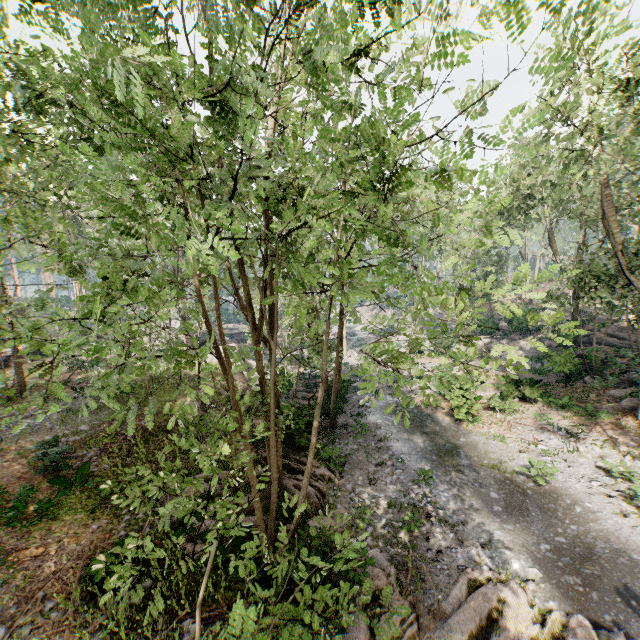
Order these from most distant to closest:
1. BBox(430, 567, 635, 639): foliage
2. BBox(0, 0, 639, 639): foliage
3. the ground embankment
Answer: the ground embankment → BBox(430, 567, 635, 639): foliage → BBox(0, 0, 639, 639): foliage

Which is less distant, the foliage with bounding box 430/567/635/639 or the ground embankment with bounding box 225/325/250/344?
the foliage with bounding box 430/567/635/639

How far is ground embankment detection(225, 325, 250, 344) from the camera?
47.38m

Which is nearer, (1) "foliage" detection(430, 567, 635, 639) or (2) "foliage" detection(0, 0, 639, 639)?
(2) "foliage" detection(0, 0, 639, 639)

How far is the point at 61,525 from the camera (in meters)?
10.41

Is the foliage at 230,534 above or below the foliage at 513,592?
above

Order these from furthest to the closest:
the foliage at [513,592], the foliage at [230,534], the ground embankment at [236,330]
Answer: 1. the ground embankment at [236,330]
2. the foliage at [513,592]
3. the foliage at [230,534]
